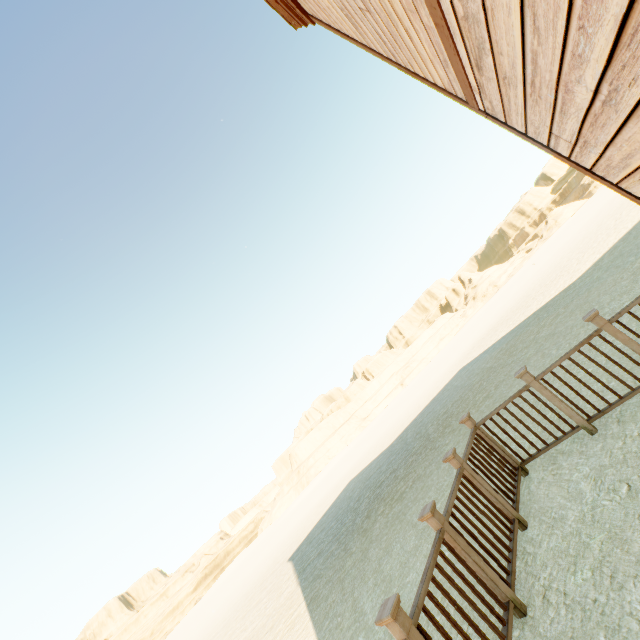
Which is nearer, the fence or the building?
the building

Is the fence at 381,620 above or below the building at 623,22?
below

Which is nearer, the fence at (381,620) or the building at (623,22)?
the building at (623,22)

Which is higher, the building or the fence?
the building

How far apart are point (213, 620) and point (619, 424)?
27.9m
